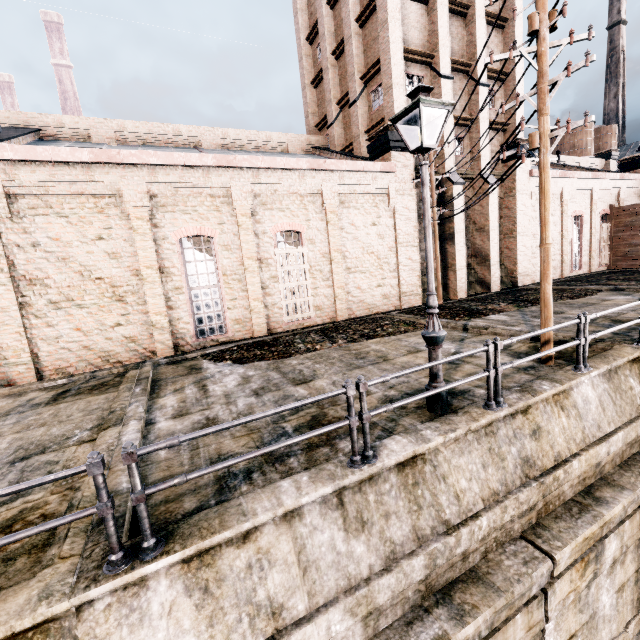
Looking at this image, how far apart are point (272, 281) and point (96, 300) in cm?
727

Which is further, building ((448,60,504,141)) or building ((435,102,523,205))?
building ((448,60,504,141))

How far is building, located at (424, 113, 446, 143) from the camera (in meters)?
19.55

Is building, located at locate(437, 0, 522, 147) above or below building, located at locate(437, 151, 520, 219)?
above

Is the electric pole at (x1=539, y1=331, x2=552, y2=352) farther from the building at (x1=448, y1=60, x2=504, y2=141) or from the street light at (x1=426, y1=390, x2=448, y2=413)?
the street light at (x1=426, y1=390, x2=448, y2=413)

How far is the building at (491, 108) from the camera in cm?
2016

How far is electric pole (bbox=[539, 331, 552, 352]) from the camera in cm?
800

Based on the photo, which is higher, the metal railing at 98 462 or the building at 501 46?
the building at 501 46
